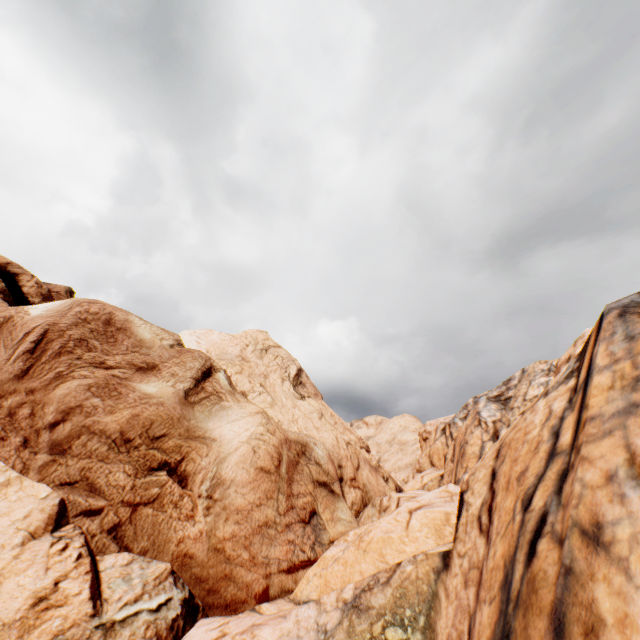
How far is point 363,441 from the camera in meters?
25.3 m
